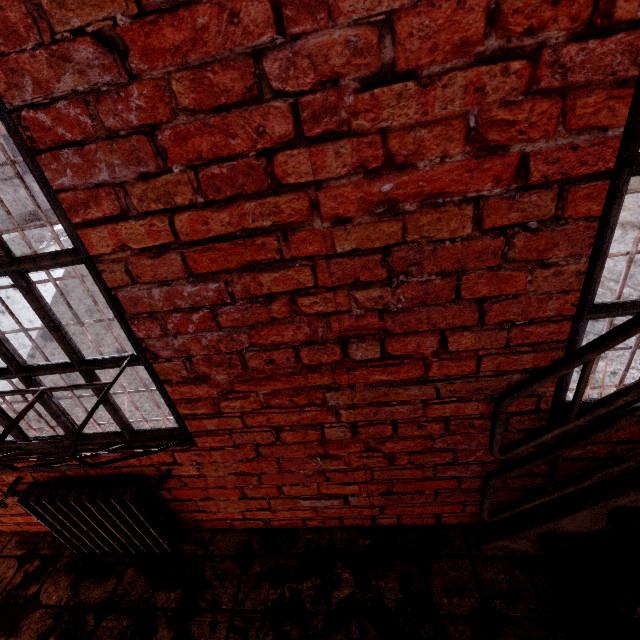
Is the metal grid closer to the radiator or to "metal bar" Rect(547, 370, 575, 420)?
the radiator

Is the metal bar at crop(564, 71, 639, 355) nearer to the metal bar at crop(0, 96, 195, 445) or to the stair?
the stair

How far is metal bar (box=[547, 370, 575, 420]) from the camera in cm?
126

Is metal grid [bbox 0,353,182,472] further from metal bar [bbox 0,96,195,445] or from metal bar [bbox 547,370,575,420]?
metal bar [bbox 547,370,575,420]

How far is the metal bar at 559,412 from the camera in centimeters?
126cm

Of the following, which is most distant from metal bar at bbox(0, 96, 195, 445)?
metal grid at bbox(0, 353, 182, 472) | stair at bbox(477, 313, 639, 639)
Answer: stair at bbox(477, 313, 639, 639)

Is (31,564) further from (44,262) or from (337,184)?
(337,184)

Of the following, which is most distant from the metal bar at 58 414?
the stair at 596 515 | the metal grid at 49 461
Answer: the stair at 596 515
